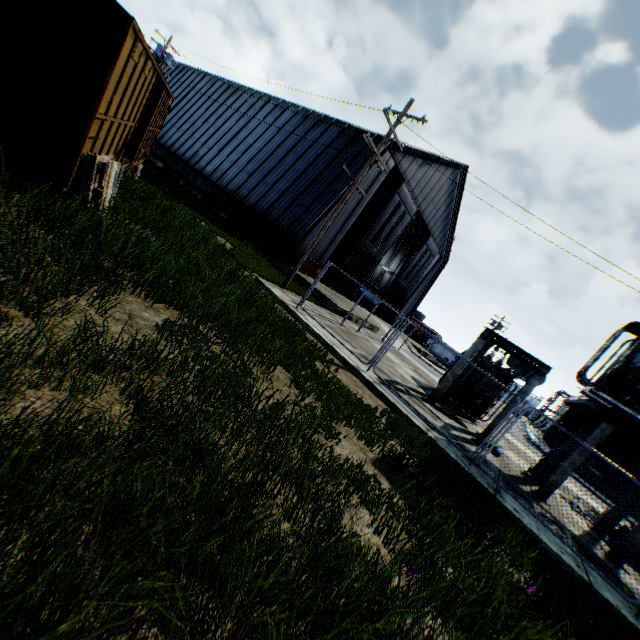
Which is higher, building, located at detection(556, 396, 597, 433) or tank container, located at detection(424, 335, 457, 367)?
building, located at detection(556, 396, 597, 433)

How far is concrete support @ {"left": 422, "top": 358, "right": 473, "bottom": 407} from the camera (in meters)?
Answer: 12.30

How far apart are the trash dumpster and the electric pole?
20.3 meters

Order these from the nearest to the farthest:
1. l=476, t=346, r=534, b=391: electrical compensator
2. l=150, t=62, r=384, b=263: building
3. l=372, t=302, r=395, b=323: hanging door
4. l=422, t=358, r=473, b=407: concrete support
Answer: l=422, t=358, r=473, b=407: concrete support, l=476, t=346, r=534, b=391: electrical compensator, l=150, t=62, r=384, b=263: building, l=372, t=302, r=395, b=323: hanging door

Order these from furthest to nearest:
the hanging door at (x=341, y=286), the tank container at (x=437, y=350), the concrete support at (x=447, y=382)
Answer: the tank container at (x=437, y=350) → the hanging door at (x=341, y=286) → the concrete support at (x=447, y=382)

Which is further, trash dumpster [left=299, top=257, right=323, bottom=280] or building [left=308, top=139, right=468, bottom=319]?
building [left=308, top=139, right=468, bottom=319]

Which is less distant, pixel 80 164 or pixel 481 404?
pixel 80 164

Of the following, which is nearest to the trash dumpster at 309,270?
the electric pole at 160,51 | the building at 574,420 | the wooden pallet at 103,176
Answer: the wooden pallet at 103,176
